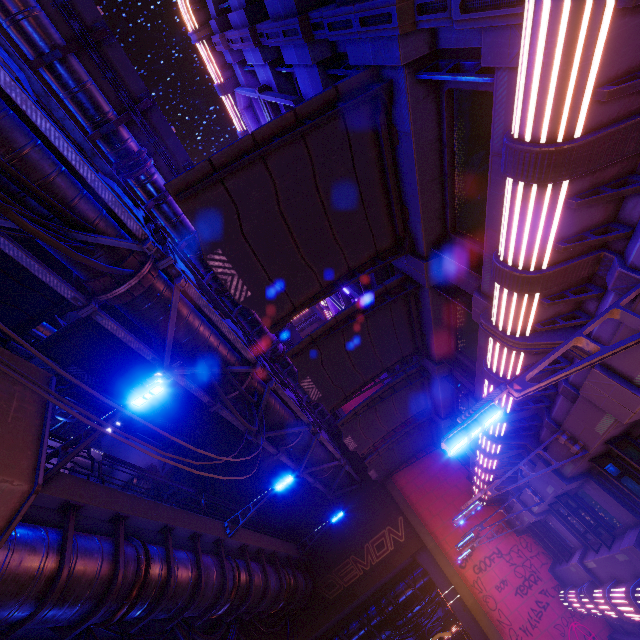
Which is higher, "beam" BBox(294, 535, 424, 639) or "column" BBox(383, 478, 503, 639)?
"beam" BBox(294, 535, 424, 639)

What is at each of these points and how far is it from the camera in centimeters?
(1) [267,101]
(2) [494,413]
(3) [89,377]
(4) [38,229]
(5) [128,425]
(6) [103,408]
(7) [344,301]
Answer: (1) neon sign, 984cm
(2) street light, 329cm
(3) awning, 1328cm
(4) cable, 439cm
(5) pipe, 1903cm
(6) pipe, 1770cm
(7) neon sign, 1658cm

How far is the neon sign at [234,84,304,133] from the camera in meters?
8.5

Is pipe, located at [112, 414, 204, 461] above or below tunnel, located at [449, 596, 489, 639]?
above

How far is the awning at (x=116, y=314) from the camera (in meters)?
12.00

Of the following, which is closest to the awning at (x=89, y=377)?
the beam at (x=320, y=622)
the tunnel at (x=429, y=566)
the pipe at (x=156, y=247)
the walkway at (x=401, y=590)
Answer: the pipe at (x=156, y=247)

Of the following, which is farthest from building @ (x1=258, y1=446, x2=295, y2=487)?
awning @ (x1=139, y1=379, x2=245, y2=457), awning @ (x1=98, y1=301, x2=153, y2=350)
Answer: awning @ (x1=98, y1=301, x2=153, y2=350)

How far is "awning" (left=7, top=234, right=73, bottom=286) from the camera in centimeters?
980cm
